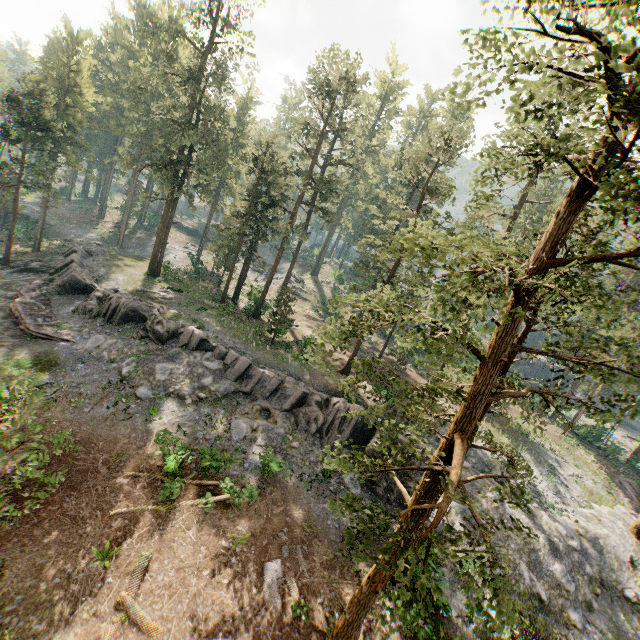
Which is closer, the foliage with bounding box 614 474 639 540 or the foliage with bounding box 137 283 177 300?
the foliage with bounding box 614 474 639 540

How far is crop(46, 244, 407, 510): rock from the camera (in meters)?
23.47

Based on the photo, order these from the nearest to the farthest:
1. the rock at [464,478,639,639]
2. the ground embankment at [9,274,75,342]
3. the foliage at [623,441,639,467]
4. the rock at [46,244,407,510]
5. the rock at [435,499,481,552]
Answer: the rock at [464,478,639,639], the rock at [435,499,481,552], the rock at [46,244,407,510], the ground embankment at [9,274,75,342], the foliage at [623,441,639,467]

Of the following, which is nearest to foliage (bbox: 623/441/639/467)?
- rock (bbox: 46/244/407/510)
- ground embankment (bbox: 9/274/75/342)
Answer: rock (bbox: 46/244/407/510)

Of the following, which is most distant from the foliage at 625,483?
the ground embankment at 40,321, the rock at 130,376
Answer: the ground embankment at 40,321

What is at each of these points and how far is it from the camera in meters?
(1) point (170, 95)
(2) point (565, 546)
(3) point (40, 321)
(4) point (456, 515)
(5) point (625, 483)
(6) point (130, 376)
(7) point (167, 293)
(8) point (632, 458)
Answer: (1) foliage, 33.2 m
(2) rock, 23.1 m
(3) ground embankment, 25.9 m
(4) rock, 22.5 m
(5) foliage, 36.0 m
(6) rock, 23.8 m
(7) foliage, 34.1 m
(8) foliage, 40.5 m

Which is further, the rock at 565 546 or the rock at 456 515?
the rock at 456 515
